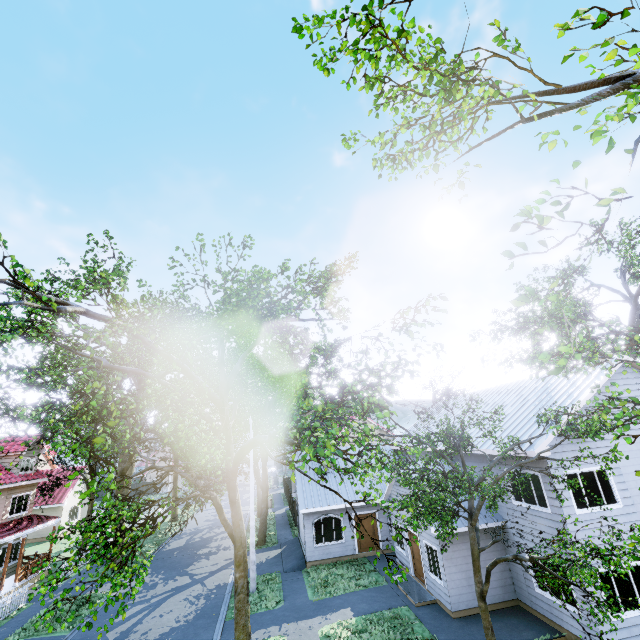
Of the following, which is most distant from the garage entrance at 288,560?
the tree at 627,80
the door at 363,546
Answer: the door at 363,546

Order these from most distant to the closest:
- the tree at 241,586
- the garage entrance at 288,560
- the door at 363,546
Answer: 1. the door at 363,546
2. the garage entrance at 288,560
3. the tree at 241,586

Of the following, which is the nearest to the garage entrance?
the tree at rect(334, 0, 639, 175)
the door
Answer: the tree at rect(334, 0, 639, 175)

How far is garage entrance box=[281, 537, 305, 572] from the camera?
19.6 meters

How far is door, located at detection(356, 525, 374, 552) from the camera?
20.3m

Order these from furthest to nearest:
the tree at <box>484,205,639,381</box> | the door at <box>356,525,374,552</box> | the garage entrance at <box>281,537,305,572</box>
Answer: the door at <box>356,525,374,552</box>, the garage entrance at <box>281,537,305,572</box>, the tree at <box>484,205,639,381</box>

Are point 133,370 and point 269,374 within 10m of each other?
yes

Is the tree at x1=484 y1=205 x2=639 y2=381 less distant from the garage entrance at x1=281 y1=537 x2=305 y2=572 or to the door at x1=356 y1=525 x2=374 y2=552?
the garage entrance at x1=281 y1=537 x2=305 y2=572
